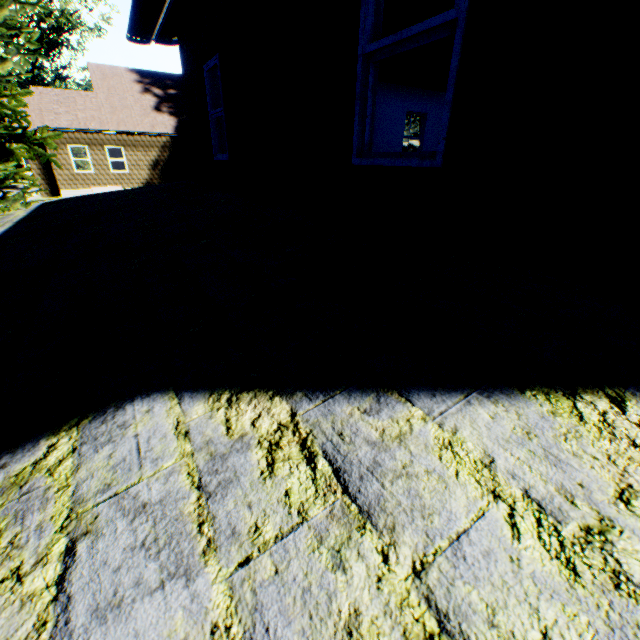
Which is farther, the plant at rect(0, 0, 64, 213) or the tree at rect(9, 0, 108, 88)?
the tree at rect(9, 0, 108, 88)

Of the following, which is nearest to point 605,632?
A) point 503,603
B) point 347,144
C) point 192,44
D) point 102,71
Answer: point 503,603

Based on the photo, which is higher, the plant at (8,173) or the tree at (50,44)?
the tree at (50,44)

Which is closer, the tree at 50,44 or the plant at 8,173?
the plant at 8,173

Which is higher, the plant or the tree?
the tree
